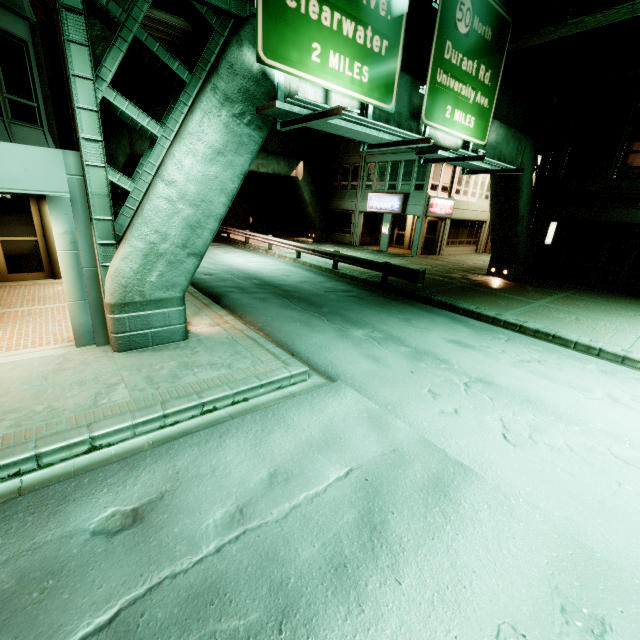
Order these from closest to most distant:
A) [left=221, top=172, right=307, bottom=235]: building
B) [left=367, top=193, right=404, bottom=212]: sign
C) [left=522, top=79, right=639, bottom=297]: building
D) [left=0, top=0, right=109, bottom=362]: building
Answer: [left=0, top=0, right=109, bottom=362]: building, [left=522, top=79, right=639, bottom=297]: building, [left=367, top=193, right=404, bottom=212]: sign, [left=221, top=172, right=307, bottom=235]: building

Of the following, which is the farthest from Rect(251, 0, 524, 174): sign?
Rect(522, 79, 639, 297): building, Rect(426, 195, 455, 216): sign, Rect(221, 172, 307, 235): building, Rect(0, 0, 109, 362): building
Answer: Rect(221, 172, 307, 235): building

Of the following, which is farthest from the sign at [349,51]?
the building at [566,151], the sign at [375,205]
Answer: the sign at [375,205]

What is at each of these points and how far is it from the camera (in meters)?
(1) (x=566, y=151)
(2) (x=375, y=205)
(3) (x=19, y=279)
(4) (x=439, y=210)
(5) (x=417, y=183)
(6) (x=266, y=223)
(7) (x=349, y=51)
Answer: (1) building, 17.53
(2) sign, 26.44
(3) building, 10.97
(4) sign, 24.67
(5) building, 23.94
(6) building, 31.92
(7) sign, 7.33

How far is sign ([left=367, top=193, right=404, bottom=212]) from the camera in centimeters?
2461cm

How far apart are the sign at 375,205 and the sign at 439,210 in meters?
1.7 m

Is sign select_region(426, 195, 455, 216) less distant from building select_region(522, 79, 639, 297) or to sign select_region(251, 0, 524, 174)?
building select_region(522, 79, 639, 297)

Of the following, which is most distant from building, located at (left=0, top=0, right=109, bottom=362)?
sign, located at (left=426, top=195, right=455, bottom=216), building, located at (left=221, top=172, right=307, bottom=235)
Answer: sign, located at (left=426, top=195, right=455, bottom=216)
